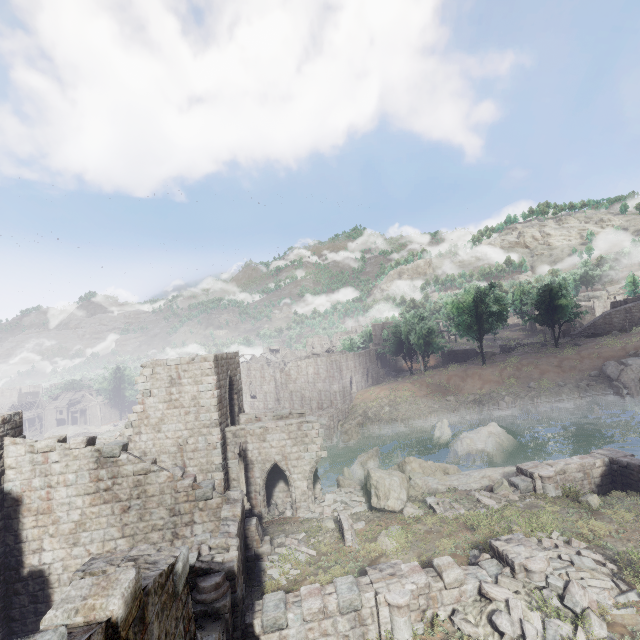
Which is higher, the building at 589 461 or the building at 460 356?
the building at 460 356

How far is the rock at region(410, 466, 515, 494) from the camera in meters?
18.4

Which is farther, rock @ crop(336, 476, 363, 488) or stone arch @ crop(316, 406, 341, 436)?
stone arch @ crop(316, 406, 341, 436)

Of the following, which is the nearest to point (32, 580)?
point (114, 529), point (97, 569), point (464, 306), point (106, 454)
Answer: point (114, 529)

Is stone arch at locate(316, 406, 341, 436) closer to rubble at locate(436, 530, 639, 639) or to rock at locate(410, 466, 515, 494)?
rock at locate(410, 466, 515, 494)

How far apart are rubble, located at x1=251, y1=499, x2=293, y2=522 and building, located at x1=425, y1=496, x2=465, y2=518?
8.6 meters

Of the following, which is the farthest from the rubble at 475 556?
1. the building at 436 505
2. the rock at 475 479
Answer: the rock at 475 479

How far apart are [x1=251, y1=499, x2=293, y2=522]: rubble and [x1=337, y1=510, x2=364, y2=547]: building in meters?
5.1 m
